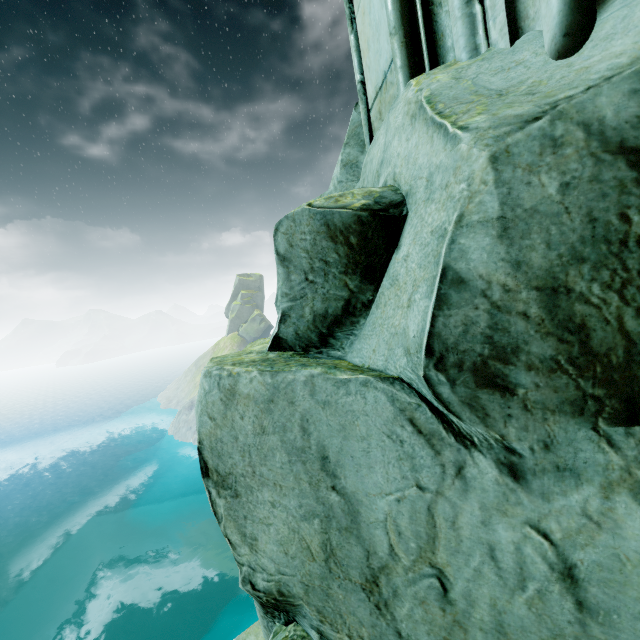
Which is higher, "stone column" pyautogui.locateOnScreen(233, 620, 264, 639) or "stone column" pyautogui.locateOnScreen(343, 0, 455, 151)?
"stone column" pyautogui.locateOnScreen(343, 0, 455, 151)

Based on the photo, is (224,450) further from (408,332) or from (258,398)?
(408,332)

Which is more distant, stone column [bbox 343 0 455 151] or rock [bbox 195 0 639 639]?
stone column [bbox 343 0 455 151]

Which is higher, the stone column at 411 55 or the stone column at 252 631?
the stone column at 411 55

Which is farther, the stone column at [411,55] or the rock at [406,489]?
the stone column at [411,55]

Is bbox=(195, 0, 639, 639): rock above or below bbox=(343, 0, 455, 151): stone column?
below
